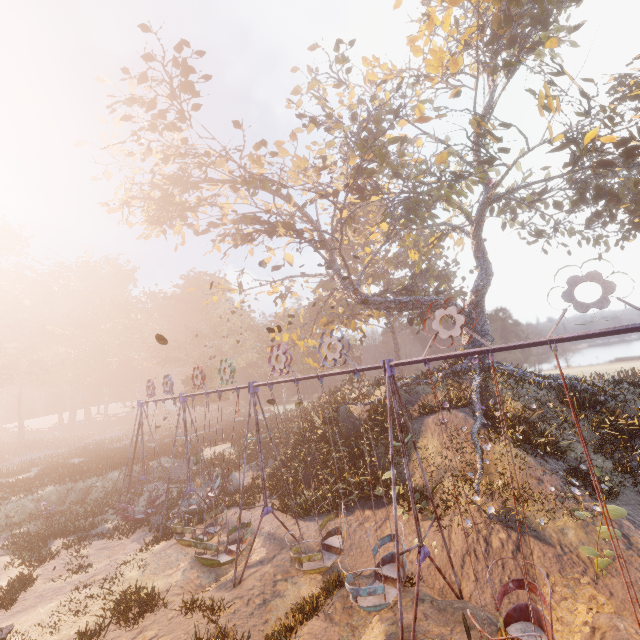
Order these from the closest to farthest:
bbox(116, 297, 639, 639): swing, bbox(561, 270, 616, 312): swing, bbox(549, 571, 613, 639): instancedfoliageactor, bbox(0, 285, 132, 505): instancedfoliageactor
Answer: bbox(561, 270, 616, 312): swing < bbox(116, 297, 639, 639): swing < bbox(549, 571, 613, 639): instancedfoliageactor < bbox(0, 285, 132, 505): instancedfoliageactor

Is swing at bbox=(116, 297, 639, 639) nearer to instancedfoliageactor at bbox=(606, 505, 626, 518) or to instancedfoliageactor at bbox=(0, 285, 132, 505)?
instancedfoliageactor at bbox=(606, 505, 626, 518)

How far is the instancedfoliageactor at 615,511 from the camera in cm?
773

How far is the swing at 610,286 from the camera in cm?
545

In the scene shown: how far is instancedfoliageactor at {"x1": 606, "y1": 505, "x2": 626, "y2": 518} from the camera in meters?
7.7

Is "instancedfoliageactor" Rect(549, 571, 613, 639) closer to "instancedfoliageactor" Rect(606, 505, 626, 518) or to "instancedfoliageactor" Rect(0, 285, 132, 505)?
"instancedfoliageactor" Rect(606, 505, 626, 518)

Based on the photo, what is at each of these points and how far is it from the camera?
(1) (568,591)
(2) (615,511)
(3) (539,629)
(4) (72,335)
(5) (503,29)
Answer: (1) instancedfoliageactor, 8.4m
(2) instancedfoliageactor, 7.8m
(3) swing, 6.7m
(4) instancedfoliageactor, 57.1m
(5) tree, 20.1m

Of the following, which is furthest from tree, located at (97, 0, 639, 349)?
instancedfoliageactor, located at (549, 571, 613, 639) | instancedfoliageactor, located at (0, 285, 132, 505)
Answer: instancedfoliageactor, located at (0, 285, 132, 505)
